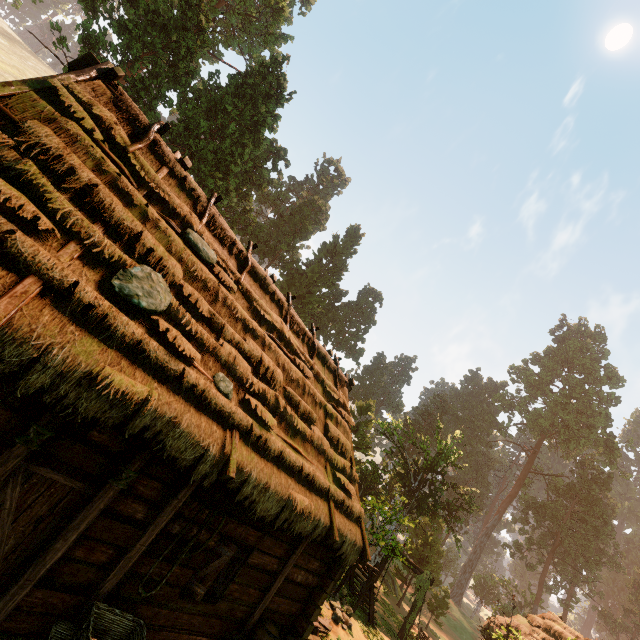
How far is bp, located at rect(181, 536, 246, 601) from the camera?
A: 6.38m

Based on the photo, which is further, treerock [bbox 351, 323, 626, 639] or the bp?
treerock [bbox 351, 323, 626, 639]

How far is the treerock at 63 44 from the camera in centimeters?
2073cm

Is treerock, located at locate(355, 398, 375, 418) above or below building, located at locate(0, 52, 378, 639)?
Result: above

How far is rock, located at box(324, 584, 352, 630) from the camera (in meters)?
12.27

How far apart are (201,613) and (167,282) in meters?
6.8 m

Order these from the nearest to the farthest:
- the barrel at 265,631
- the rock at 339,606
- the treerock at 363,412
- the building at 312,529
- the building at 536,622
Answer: the building at 312,529 → the barrel at 265,631 → the rock at 339,606 → the building at 536,622 → the treerock at 363,412

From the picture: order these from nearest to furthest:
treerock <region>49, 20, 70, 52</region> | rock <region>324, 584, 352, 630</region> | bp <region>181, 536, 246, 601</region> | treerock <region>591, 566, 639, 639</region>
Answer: bp <region>181, 536, 246, 601</region> → rock <region>324, 584, 352, 630</region> → treerock <region>49, 20, 70, 52</region> → treerock <region>591, 566, 639, 639</region>
